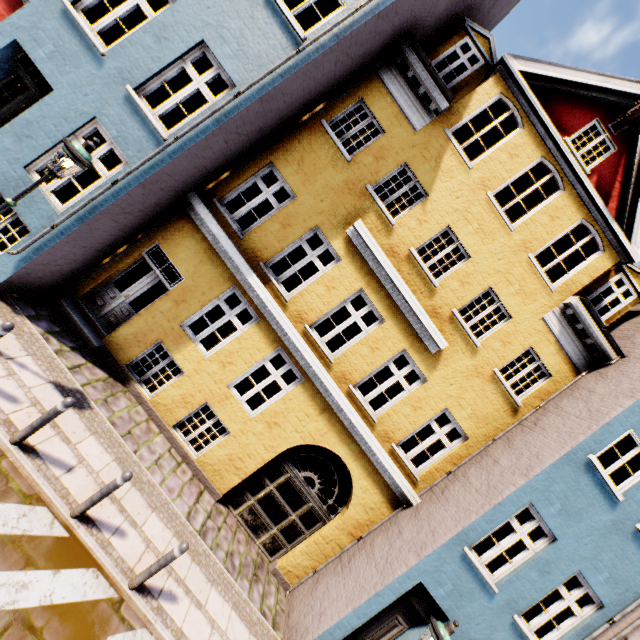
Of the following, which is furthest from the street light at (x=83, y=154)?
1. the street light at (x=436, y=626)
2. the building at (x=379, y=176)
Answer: the street light at (x=436, y=626)

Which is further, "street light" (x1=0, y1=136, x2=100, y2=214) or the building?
the building

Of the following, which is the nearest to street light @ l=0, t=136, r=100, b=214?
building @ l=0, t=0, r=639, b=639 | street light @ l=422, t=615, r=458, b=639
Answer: building @ l=0, t=0, r=639, b=639

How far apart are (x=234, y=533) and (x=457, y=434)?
7.0m

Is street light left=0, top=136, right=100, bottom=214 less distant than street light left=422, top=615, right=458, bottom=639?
Yes

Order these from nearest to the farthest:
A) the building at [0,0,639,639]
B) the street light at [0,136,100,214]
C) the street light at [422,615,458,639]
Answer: the street light at [0,136,100,214]
the street light at [422,615,458,639]
the building at [0,0,639,639]

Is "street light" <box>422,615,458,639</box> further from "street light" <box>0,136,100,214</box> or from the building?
"street light" <box>0,136,100,214</box>
